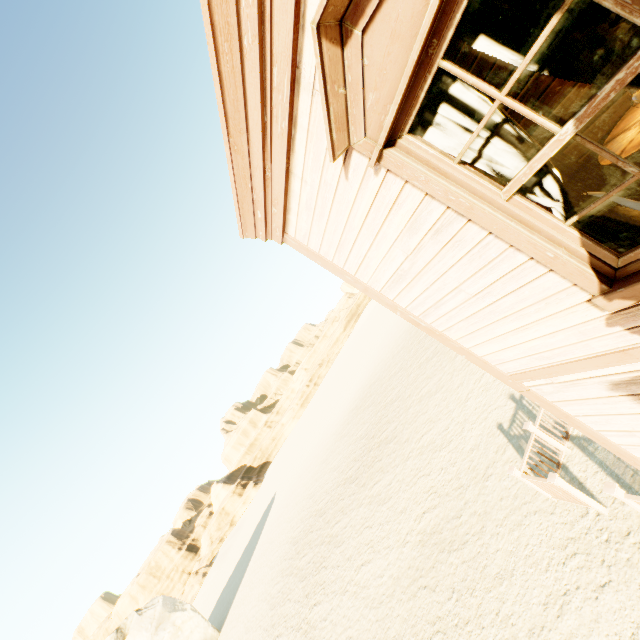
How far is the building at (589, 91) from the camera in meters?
3.7

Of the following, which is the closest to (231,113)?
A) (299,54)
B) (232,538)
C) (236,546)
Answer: (299,54)

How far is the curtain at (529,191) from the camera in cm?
190

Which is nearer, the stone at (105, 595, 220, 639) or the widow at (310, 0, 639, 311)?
the widow at (310, 0, 639, 311)

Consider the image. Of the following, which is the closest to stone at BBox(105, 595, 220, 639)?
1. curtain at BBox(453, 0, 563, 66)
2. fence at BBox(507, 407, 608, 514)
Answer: fence at BBox(507, 407, 608, 514)

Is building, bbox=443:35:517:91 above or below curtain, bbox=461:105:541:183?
above

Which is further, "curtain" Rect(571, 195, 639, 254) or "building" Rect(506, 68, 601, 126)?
"building" Rect(506, 68, 601, 126)

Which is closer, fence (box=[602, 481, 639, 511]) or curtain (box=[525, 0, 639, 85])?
curtain (box=[525, 0, 639, 85])
